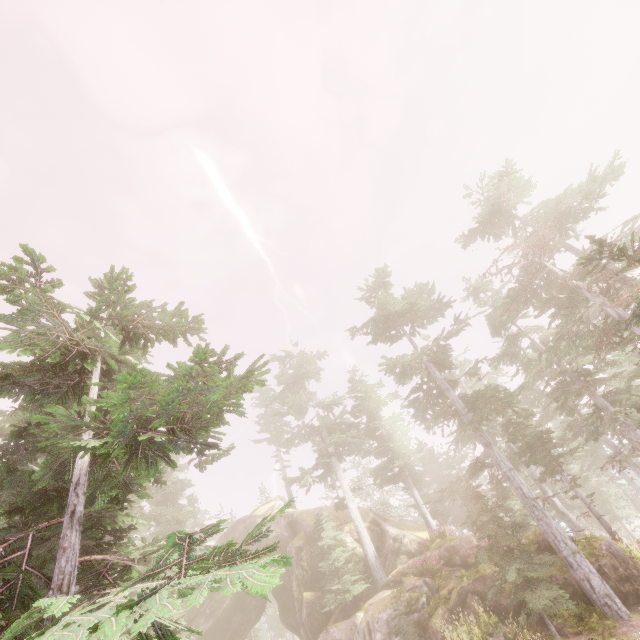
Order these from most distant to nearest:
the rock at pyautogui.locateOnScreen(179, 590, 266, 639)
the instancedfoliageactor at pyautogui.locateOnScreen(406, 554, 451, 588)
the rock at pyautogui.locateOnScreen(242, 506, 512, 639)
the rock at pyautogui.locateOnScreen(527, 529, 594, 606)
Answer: the rock at pyautogui.locateOnScreen(179, 590, 266, 639) < the instancedfoliageactor at pyautogui.locateOnScreen(406, 554, 451, 588) < the rock at pyautogui.locateOnScreen(242, 506, 512, 639) < the rock at pyautogui.locateOnScreen(527, 529, 594, 606)

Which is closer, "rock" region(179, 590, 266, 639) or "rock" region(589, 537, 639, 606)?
"rock" region(589, 537, 639, 606)

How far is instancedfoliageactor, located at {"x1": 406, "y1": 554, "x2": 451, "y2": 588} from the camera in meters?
17.8 m

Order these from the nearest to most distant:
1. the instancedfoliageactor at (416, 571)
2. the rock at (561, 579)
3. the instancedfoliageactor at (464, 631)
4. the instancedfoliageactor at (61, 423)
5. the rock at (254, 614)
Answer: the instancedfoliageactor at (61, 423) → the instancedfoliageactor at (464, 631) → the rock at (561, 579) → the instancedfoliageactor at (416, 571) → the rock at (254, 614)

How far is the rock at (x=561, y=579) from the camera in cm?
1323

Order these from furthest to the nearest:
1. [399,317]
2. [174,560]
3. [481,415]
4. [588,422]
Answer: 1. [399,317]
2. [588,422]
3. [481,415]
4. [174,560]

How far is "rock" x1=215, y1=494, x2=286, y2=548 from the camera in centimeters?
3338cm
